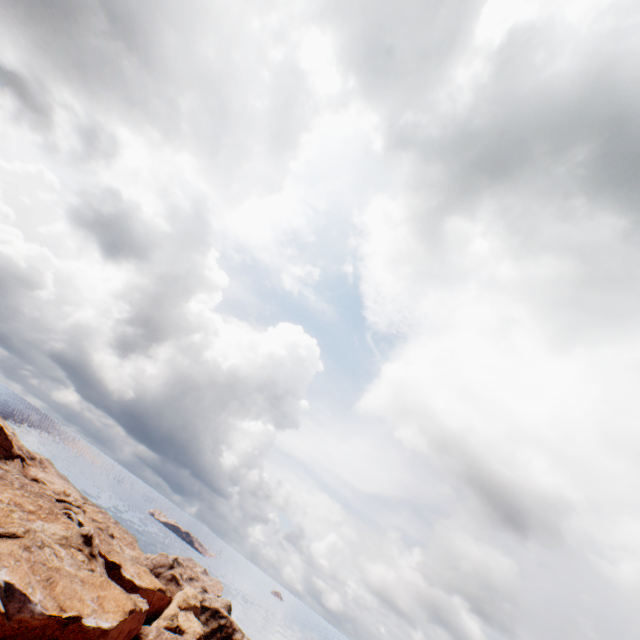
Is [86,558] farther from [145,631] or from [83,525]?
[145,631]
